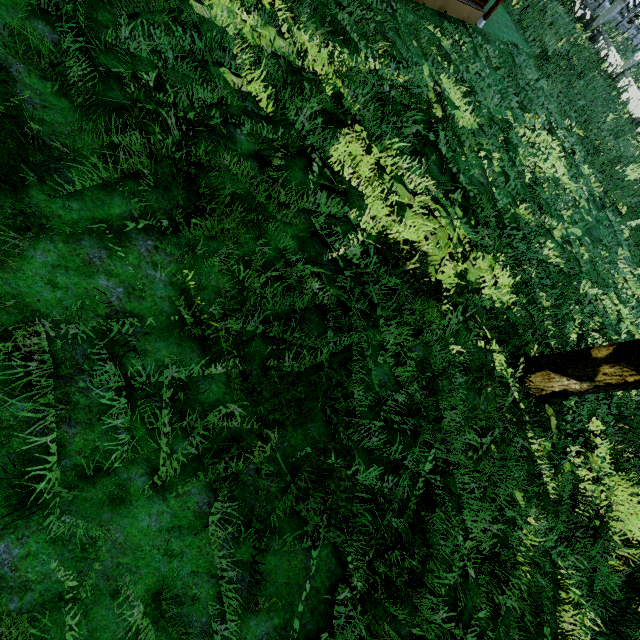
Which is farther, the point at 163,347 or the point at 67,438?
Result: the point at 163,347

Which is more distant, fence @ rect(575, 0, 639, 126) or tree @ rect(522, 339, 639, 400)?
fence @ rect(575, 0, 639, 126)

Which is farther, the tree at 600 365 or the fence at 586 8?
the fence at 586 8
